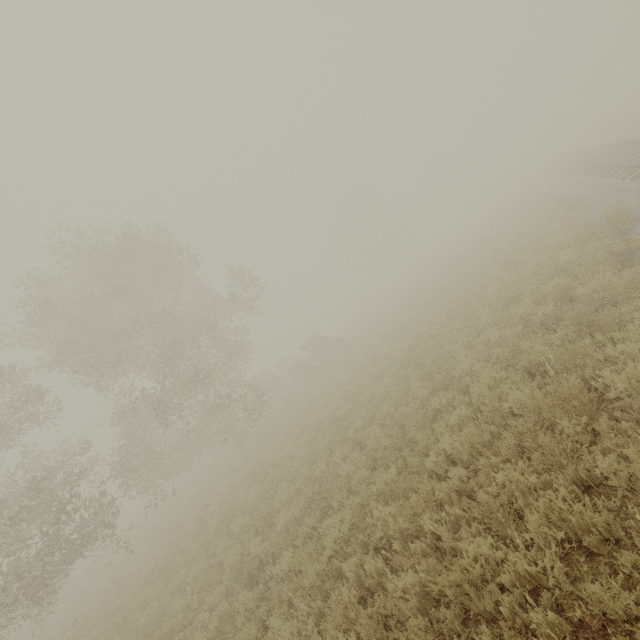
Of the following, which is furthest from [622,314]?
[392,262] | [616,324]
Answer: [392,262]

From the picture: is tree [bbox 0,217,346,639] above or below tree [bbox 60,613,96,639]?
above

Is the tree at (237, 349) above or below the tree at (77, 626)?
above
